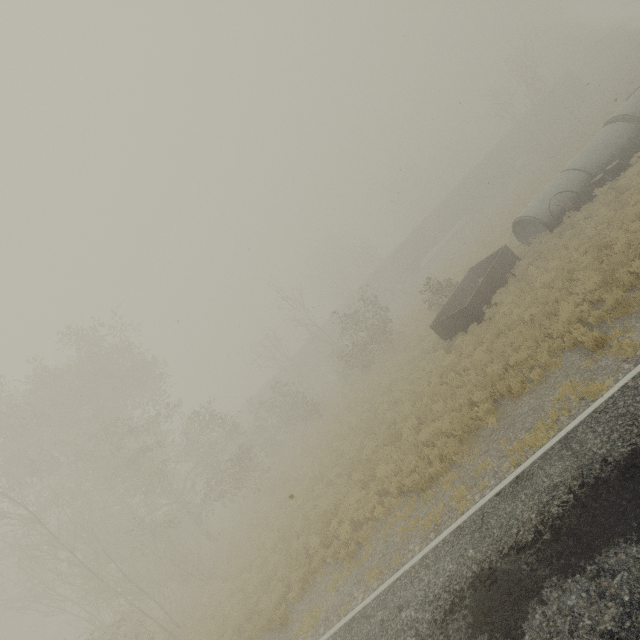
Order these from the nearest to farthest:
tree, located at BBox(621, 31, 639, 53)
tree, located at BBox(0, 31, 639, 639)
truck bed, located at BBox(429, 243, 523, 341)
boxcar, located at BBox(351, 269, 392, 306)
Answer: tree, located at BBox(0, 31, 639, 639), truck bed, located at BBox(429, 243, 523, 341), boxcar, located at BBox(351, 269, 392, 306), tree, located at BBox(621, 31, 639, 53)

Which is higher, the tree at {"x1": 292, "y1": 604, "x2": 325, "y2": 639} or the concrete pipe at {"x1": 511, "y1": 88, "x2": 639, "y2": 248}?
the concrete pipe at {"x1": 511, "y1": 88, "x2": 639, "y2": 248}

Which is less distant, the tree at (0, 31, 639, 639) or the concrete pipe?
the tree at (0, 31, 639, 639)

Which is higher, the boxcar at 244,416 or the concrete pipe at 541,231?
the boxcar at 244,416

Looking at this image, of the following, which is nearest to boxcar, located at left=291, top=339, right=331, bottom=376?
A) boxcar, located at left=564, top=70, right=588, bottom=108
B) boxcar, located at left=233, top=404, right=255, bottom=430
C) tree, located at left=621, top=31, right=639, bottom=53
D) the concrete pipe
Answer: boxcar, located at left=564, top=70, right=588, bottom=108

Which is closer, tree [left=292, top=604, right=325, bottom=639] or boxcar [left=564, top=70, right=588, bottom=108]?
tree [left=292, top=604, right=325, bottom=639]

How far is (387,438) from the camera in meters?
13.6

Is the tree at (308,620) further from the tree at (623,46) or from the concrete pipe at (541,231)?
the tree at (623,46)
